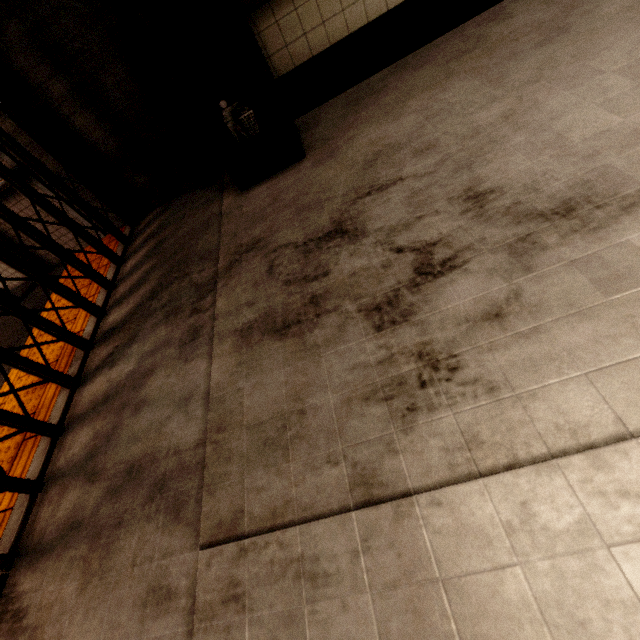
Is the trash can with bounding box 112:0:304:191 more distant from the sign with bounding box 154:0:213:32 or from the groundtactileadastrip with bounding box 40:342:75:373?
the groundtactileadastrip with bounding box 40:342:75:373

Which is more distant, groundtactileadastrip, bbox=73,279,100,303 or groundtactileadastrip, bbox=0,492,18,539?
groundtactileadastrip, bbox=73,279,100,303

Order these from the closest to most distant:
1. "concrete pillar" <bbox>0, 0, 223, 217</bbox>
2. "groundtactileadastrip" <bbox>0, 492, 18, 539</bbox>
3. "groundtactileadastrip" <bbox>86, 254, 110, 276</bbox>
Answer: "groundtactileadastrip" <bbox>0, 492, 18, 539</bbox> → "concrete pillar" <bbox>0, 0, 223, 217</bbox> → "groundtactileadastrip" <bbox>86, 254, 110, 276</bbox>

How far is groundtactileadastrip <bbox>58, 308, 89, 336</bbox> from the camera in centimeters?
231cm

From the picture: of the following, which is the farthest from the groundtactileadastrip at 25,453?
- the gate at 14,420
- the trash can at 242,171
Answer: the trash can at 242,171

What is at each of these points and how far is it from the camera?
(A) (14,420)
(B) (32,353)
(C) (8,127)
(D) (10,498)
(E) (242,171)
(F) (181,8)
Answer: (A) gate, 1.6m
(B) groundtactileadastrip, 2.4m
(C) concrete pillar, 2.4m
(D) groundtactileadastrip, 1.6m
(E) trash can, 2.3m
(F) sign, 2.1m
